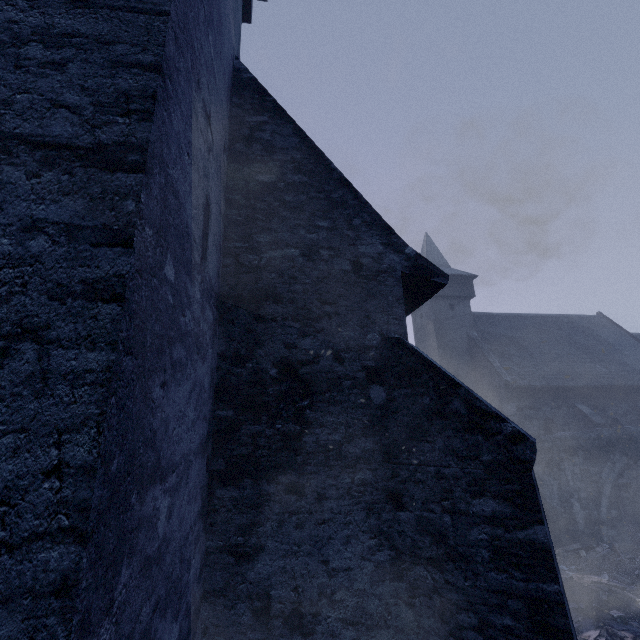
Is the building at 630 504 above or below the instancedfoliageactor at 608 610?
above

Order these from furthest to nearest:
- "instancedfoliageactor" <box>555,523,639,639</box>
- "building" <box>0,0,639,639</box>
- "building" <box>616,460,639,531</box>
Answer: "building" <box>616,460,639,531</box>, "instancedfoliageactor" <box>555,523,639,639</box>, "building" <box>0,0,639,639</box>

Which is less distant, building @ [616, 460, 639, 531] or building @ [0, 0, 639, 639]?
building @ [0, 0, 639, 639]

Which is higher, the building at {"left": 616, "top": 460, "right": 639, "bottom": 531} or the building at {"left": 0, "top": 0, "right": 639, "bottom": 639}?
the building at {"left": 0, "top": 0, "right": 639, "bottom": 639}

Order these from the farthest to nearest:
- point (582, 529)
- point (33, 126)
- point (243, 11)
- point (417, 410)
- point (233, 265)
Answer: point (582, 529) → point (243, 11) → point (233, 265) → point (417, 410) → point (33, 126)

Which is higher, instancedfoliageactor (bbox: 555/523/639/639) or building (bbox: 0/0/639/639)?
building (bbox: 0/0/639/639)

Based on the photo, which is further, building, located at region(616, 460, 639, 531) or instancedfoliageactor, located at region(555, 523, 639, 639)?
building, located at region(616, 460, 639, 531)

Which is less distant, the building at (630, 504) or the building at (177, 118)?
the building at (177, 118)
